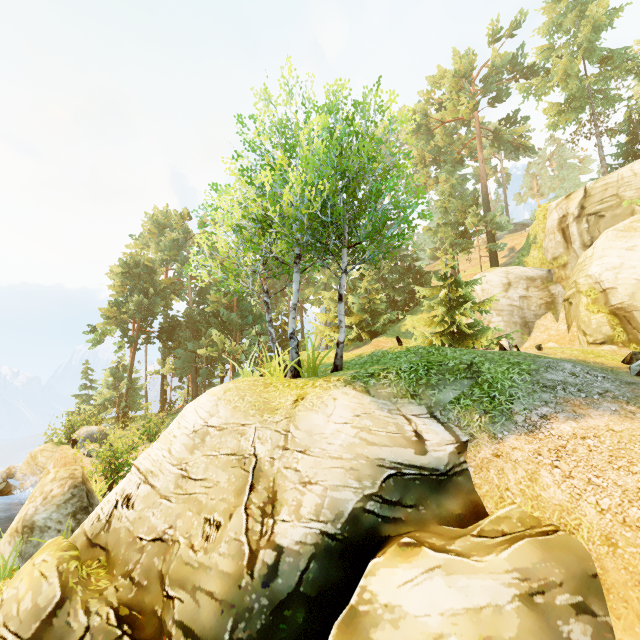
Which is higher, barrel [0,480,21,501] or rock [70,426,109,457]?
rock [70,426,109,457]

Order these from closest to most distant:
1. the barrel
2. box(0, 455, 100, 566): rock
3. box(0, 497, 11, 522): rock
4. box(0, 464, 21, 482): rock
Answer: box(0, 455, 100, 566): rock, box(0, 497, 11, 522): rock, the barrel, box(0, 464, 21, 482): rock

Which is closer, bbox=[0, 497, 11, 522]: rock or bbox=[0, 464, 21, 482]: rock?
bbox=[0, 497, 11, 522]: rock

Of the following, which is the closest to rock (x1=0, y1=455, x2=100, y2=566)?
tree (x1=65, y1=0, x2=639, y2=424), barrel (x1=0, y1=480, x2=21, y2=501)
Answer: tree (x1=65, y1=0, x2=639, y2=424)

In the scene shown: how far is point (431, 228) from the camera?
32.1 meters

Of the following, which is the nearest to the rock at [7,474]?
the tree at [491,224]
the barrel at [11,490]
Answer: the barrel at [11,490]

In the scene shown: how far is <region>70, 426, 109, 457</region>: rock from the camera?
17.5 meters

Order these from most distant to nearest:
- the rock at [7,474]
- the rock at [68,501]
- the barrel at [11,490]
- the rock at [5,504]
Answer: the rock at [7,474], the barrel at [11,490], the rock at [5,504], the rock at [68,501]
